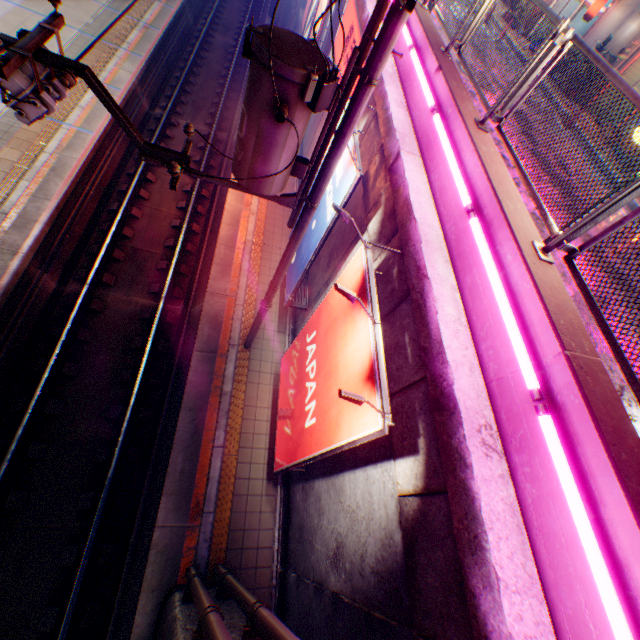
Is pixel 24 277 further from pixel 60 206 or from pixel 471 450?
pixel 471 450

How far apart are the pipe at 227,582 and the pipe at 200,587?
0.3m

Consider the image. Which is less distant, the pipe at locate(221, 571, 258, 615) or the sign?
the pipe at locate(221, 571, 258, 615)

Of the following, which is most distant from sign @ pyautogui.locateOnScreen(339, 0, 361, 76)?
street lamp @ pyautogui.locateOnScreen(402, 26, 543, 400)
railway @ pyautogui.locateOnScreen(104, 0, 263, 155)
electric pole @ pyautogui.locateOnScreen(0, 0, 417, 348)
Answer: railway @ pyautogui.locateOnScreen(104, 0, 263, 155)

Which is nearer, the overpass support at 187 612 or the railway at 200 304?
the overpass support at 187 612

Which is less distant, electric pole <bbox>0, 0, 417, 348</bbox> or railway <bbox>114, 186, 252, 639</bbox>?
electric pole <bbox>0, 0, 417, 348</bbox>

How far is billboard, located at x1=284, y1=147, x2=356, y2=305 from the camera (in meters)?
5.93

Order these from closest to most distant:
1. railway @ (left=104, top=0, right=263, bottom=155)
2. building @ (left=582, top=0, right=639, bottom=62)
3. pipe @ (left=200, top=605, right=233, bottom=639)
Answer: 1. pipe @ (left=200, top=605, right=233, bottom=639)
2. building @ (left=582, top=0, right=639, bottom=62)
3. railway @ (left=104, top=0, right=263, bottom=155)
